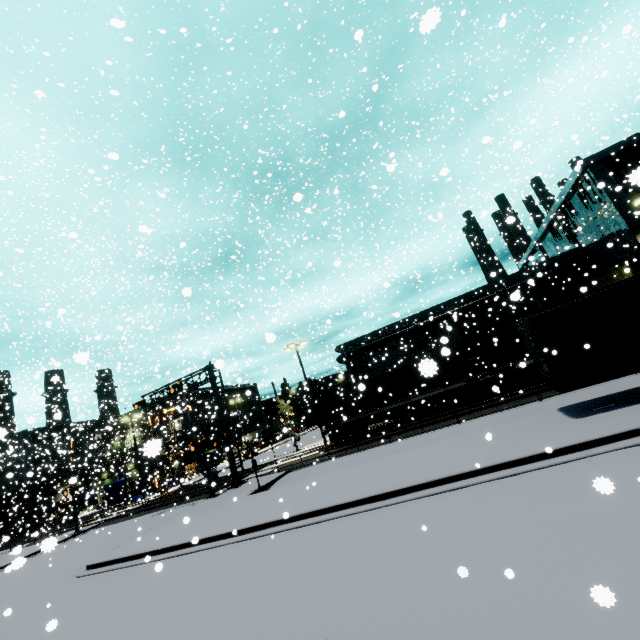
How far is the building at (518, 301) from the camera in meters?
29.8

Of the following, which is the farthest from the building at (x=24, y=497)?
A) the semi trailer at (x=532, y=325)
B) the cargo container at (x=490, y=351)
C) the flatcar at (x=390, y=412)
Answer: the flatcar at (x=390, y=412)

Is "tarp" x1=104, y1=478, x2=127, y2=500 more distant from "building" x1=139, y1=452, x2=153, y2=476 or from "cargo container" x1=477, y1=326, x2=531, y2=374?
"cargo container" x1=477, y1=326, x2=531, y2=374

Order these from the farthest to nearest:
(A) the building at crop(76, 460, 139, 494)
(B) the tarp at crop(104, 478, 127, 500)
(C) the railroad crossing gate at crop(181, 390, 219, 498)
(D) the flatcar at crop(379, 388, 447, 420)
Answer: (B) the tarp at crop(104, 478, 127, 500), (A) the building at crop(76, 460, 139, 494), (D) the flatcar at crop(379, 388, 447, 420), (C) the railroad crossing gate at crop(181, 390, 219, 498)

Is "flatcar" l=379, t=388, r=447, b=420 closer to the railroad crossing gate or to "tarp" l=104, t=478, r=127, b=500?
the railroad crossing gate

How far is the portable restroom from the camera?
56.5m

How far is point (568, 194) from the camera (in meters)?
31.83

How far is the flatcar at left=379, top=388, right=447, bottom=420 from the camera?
23.17m
